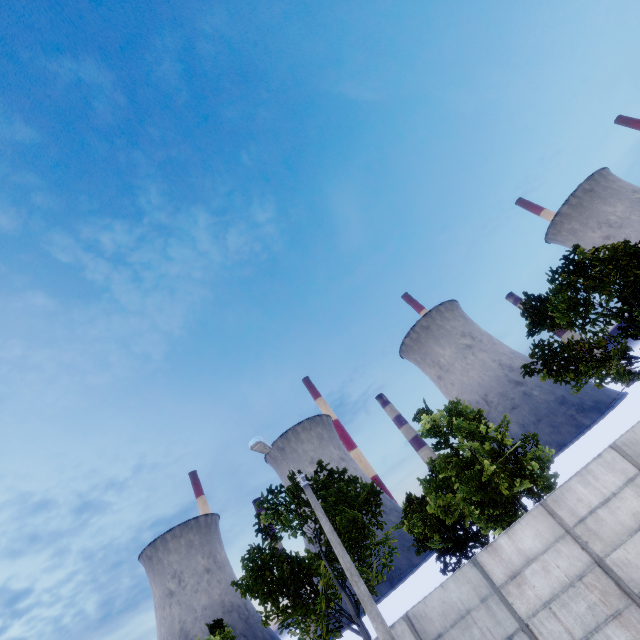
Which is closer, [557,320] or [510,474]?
[510,474]
